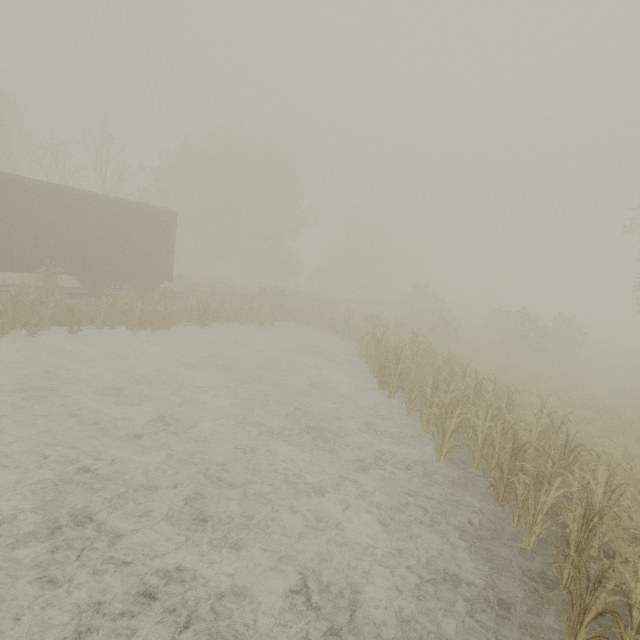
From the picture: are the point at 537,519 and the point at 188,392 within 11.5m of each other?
yes

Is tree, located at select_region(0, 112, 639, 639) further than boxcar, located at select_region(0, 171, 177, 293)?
No

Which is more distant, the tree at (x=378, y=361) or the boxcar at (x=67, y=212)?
the boxcar at (x=67, y=212)
